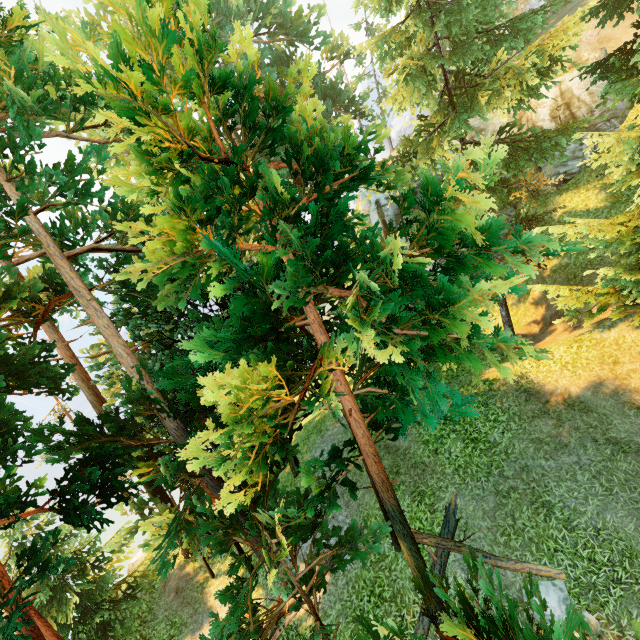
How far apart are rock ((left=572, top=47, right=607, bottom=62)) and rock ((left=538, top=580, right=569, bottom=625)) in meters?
28.7 m

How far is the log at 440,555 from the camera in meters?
9.1

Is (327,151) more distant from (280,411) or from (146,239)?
(146,239)

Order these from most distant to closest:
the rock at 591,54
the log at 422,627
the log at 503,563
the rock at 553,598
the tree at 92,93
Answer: the rock at 591,54 → the log at 422,627 → the log at 503,563 → the rock at 553,598 → the tree at 92,93

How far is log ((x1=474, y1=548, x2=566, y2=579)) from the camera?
7.8 meters

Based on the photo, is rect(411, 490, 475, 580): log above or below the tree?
below

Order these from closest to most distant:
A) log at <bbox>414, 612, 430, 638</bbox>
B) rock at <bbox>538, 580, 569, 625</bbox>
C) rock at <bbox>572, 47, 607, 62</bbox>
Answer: rock at <bbox>538, 580, 569, 625</bbox>
log at <bbox>414, 612, 430, 638</bbox>
rock at <bbox>572, 47, 607, 62</bbox>

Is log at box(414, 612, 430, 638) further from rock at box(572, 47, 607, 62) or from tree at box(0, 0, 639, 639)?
rock at box(572, 47, 607, 62)
